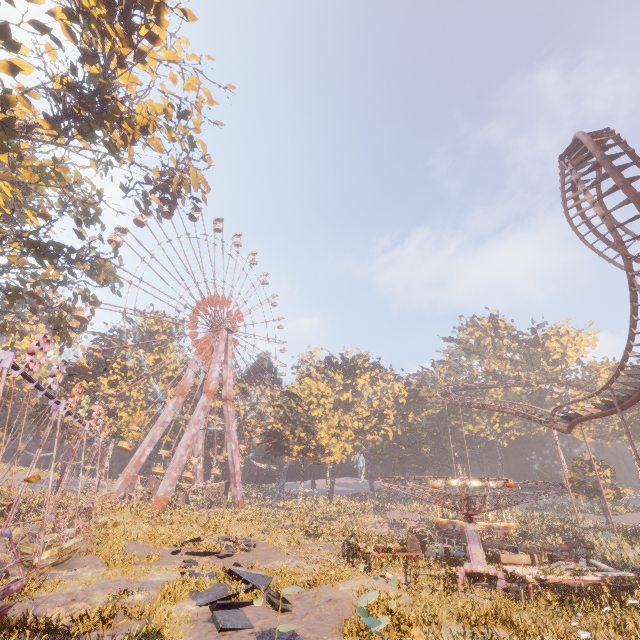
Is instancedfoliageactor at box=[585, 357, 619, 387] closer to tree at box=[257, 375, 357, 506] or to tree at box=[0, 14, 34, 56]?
tree at box=[257, 375, 357, 506]

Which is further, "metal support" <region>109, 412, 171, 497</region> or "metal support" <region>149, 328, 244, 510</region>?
"metal support" <region>109, 412, 171, 497</region>

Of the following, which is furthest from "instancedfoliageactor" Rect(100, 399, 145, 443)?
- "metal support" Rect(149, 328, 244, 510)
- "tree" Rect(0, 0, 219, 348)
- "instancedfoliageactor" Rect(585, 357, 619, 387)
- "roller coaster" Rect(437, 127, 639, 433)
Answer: "instancedfoliageactor" Rect(585, 357, 619, 387)

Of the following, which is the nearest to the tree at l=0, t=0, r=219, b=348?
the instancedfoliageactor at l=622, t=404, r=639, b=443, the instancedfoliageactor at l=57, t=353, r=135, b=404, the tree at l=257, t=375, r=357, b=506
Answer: the instancedfoliageactor at l=57, t=353, r=135, b=404

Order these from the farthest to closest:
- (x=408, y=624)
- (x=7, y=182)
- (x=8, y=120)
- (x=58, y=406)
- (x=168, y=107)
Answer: (x=168, y=107) → (x=7, y=182) → (x=8, y=120) → (x=58, y=406) → (x=408, y=624)

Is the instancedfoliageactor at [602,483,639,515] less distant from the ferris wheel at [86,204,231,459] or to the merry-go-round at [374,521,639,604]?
the ferris wheel at [86,204,231,459]

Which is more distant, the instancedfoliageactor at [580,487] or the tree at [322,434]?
the tree at [322,434]

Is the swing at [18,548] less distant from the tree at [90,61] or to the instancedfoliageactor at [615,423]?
the tree at [90,61]
